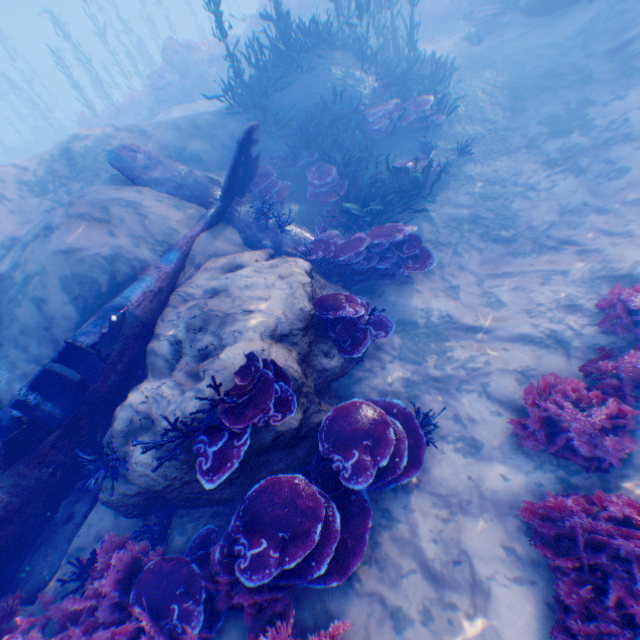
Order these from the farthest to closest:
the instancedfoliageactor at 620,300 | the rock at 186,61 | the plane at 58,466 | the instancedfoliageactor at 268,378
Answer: the rock at 186,61 → the instancedfoliageactor at 620,300 → the plane at 58,466 → the instancedfoliageactor at 268,378

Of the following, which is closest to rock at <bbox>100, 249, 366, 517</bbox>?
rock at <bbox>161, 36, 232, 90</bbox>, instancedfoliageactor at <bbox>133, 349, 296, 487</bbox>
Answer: instancedfoliageactor at <bbox>133, 349, 296, 487</bbox>

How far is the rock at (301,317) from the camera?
4.1 meters

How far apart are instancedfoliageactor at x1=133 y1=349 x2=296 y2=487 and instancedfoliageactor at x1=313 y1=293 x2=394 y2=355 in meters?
1.2

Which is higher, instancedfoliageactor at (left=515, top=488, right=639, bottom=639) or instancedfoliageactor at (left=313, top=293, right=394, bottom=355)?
instancedfoliageactor at (left=313, top=293, right=394, bottom=355)

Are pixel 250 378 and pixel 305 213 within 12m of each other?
yes

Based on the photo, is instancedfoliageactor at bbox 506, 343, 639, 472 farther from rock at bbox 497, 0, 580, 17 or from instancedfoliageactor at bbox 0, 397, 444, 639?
instancedfoliageactor at bbox 0, 397, 444, 639

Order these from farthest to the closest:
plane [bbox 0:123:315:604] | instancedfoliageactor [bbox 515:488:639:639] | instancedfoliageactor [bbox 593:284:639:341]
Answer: instancedfoliageactor [bbox 593:284:639:341] < plane [bbox 0:123:315:604] < instancedfoliageactor [bbox 515:488:639:639]
